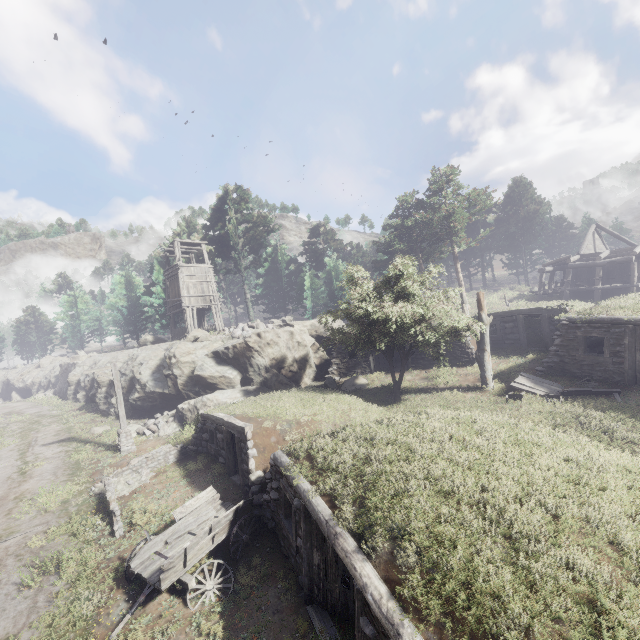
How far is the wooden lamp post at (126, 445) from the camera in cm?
1689

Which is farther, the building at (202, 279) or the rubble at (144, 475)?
the building at (202, 279)

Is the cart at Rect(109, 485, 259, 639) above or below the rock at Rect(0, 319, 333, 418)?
below

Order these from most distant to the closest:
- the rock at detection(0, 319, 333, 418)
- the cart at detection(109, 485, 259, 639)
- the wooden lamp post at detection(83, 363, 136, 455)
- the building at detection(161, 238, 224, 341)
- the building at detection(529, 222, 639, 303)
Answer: the building at detection(161, 238, 224, 341), the building at detection(529, 222, 639, 303), the rock at detection(0, 319, 333, 418), the wooden lamp post at detection(83, 363, 136, 455), the cart at detection(109, 485, 259, 639)

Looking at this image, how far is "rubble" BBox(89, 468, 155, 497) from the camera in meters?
13.2

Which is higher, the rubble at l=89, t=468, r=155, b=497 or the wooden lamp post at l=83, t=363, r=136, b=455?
the wooden lamp post at l=83, t=363, r=136, b=455

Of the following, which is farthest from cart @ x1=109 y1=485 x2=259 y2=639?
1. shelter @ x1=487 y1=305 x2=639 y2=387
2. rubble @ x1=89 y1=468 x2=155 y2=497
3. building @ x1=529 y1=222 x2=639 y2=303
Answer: building @ x1=529 y1=222 x2=639 y2=303

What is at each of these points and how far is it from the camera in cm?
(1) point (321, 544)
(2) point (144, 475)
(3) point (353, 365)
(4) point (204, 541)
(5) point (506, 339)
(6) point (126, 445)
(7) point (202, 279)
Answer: (1) shelter, 748
(2) rubble, 1422
(3) shelter, 2266
(4) cart, 865
(5) shelter, 2017
(6) wooden lamp post, 1705
(7) building, 2961
